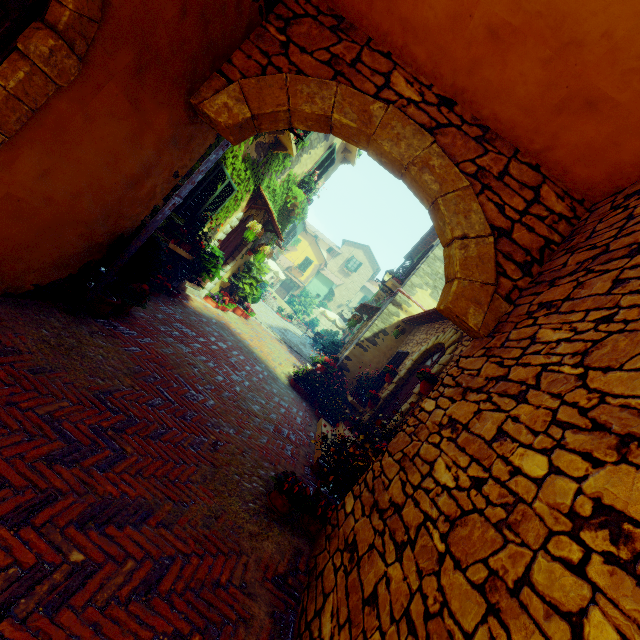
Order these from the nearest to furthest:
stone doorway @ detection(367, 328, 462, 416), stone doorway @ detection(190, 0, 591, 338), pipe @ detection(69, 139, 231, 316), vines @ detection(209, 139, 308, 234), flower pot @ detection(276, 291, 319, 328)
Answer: stone doorway @ detection(190, 0, 591, 338) < pipe @ detection(69, 139, 231, 316) < stone doorway @ detection(367, 328, 462, 416) < vines @ detection(209, 139, 308, 234) < flower pot @ detection(276, 291, 319, 328)

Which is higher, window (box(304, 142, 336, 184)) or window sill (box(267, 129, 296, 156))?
window (box(304, 142, 336, 184))

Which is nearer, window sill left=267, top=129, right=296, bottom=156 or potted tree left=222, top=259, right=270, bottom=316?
window sill left=267, top=129, right=296, bottom=156

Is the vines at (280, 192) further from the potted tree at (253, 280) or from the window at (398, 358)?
the window at (398, 358)

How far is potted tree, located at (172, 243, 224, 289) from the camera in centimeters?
730cm

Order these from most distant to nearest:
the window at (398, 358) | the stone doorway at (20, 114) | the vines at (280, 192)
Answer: the window at (398, 358)
the vines at (280, 192)
the stone doorway at (20, 114)

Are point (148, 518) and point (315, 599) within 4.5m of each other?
yes

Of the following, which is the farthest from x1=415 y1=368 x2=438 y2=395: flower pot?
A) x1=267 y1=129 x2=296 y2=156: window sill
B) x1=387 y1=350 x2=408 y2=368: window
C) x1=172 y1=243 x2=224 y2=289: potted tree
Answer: x1=267 y1=129 x2=296 y2=156: window sill
